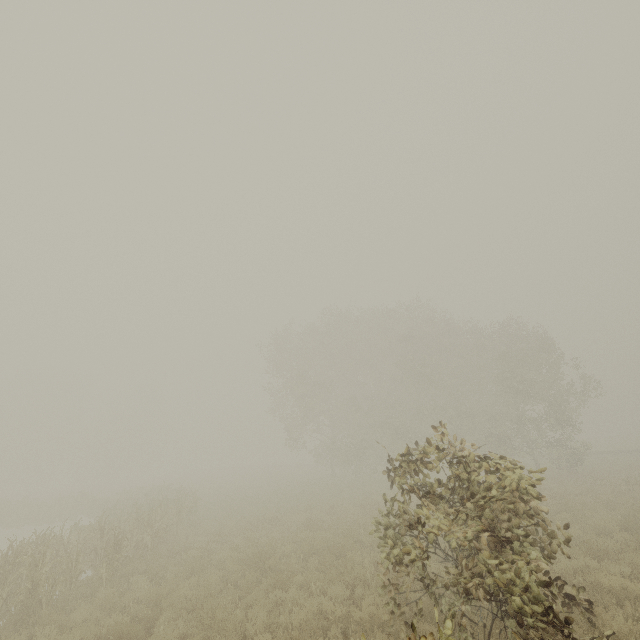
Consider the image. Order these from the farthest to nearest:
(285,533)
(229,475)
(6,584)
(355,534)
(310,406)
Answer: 1. (229,475)
2. (310,406)
3. (285,533)
4. (355,534)
5. (6,584)
